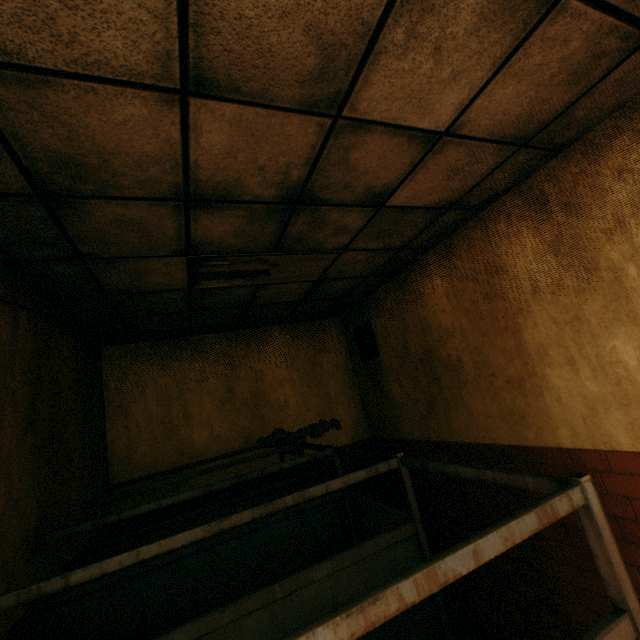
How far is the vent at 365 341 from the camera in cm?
465

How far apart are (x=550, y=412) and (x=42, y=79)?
3.43m

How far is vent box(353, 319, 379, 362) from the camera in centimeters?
465cm

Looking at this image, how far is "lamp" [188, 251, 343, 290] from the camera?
2.7m

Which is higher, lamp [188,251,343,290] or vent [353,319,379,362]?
lamp [188,251,343,290]

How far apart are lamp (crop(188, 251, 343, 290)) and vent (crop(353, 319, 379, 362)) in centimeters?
143cm

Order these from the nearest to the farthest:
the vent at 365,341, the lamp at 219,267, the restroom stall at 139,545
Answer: the restroom stall at 139,545
the lamp at 219,267
the vent at 365,341

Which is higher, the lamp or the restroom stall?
the lamp
